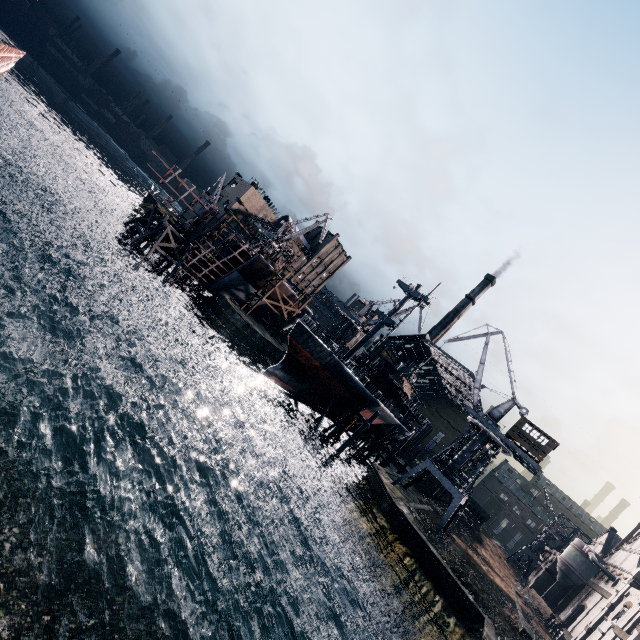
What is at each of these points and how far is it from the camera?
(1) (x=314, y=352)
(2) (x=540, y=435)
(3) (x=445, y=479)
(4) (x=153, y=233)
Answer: (1) ship, 38.4m
(2) building, 39.7m
(3) crane, 41.4m
(4) wooden support structure, 46.2m

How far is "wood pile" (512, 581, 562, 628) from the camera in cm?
4875

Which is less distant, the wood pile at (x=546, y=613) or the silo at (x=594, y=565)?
the wood pile at (x=546, y=613)

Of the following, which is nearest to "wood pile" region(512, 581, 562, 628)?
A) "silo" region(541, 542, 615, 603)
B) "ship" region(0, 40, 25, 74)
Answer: "silo" region(541, 542, 615, 603)

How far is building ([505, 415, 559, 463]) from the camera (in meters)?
38.88

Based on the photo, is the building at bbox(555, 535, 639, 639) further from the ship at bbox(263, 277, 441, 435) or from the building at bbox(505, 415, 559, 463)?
the building at bbox(505, 415, 559, 463)

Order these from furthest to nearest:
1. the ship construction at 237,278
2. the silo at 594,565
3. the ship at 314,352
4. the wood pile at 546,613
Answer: the silo at 594,565 → the wood pile at 546,613 → the ship construction at 237,278 → the ship at 314,352

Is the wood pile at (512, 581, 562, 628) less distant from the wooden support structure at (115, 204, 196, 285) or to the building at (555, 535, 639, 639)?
the building at (555, 535, 639, 639)
